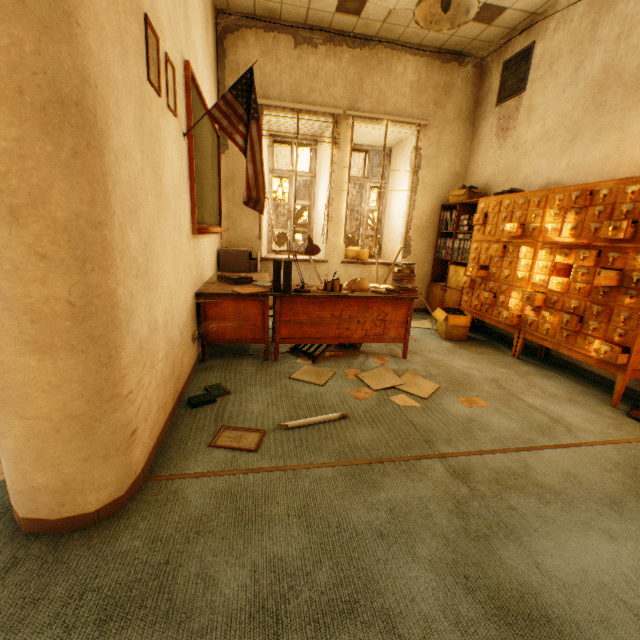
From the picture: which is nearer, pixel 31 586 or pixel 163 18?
pixel 31 586

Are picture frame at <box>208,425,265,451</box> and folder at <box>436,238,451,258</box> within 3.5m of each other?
no

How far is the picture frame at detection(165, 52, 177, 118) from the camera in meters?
2.0

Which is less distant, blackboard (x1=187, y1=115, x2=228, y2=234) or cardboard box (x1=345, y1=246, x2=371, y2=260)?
blackboard (x1=187, y1=115, x2=228, y2=234)

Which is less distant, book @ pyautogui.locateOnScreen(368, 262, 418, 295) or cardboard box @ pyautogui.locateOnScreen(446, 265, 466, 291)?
book @ pyautogui.locateOnScreen(368, 262, 418, 295)

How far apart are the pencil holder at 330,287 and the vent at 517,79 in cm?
362

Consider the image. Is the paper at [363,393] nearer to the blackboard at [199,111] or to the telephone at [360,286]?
the telephone at [360,286]

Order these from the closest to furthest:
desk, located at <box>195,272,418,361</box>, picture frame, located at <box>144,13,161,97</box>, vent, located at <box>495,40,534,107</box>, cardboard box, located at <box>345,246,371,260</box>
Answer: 1. picture frame, located at <box>144,13,161,97</box>
2. desk, located at <box>195,272,418,361</box>
3. vent, located at <box>495,40,534,107</box>
4. cardboard box, located at <box>345,246,371,260</box>
